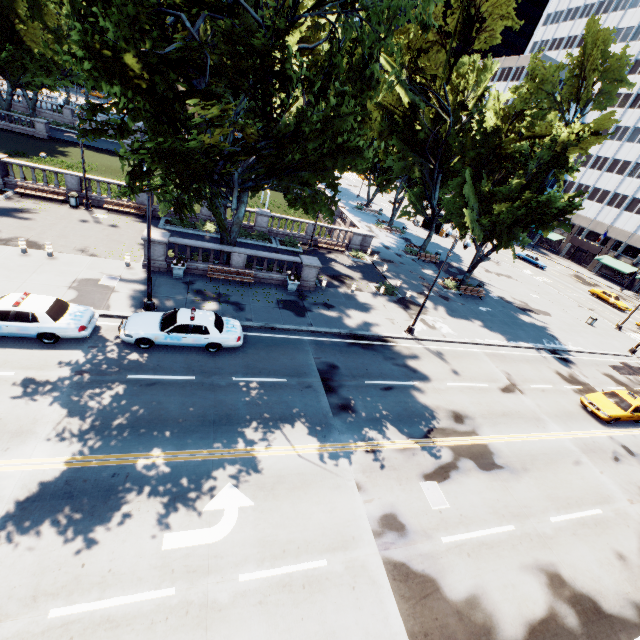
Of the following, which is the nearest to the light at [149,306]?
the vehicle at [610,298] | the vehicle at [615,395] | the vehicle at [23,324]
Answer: the vehicle at [23,324]

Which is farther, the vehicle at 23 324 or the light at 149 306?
the light at 149 306

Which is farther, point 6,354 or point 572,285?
point 572,285

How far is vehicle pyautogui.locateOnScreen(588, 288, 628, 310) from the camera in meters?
44.7 m

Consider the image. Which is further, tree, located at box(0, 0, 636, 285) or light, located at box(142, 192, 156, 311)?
light, located at box(142, 192, 156, 311)

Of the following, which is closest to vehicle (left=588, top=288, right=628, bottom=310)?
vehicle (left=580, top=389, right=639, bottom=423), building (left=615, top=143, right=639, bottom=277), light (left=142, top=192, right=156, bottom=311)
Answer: building (left=615, top=143, right=639, bottom=277)

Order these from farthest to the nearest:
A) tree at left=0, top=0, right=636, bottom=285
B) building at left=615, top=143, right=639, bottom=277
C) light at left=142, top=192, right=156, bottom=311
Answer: building at left=615, top=143, right=639, bottom=277 → light at left=142, top=192, right=156, bottom=311 → tree at left=0, top=0, right=636, bottom=285

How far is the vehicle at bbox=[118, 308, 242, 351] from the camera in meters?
14.3
